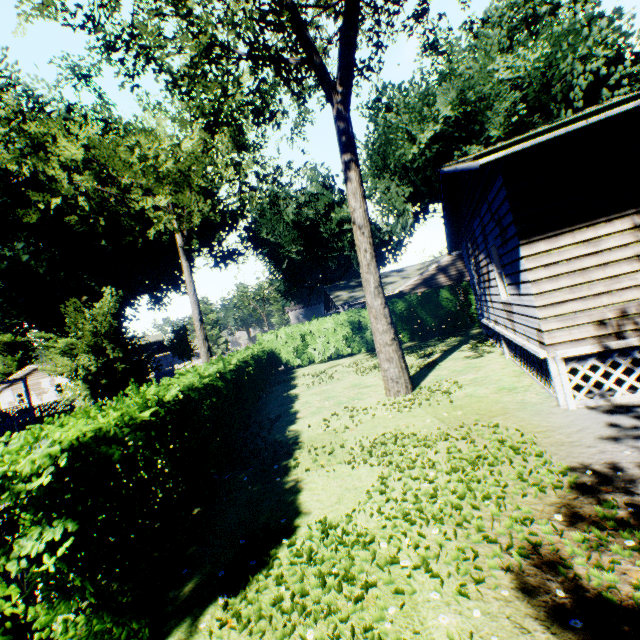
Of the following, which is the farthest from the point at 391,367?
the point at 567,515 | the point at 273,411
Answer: the point at 567,515

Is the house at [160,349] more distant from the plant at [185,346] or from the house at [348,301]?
the house at [348,301]

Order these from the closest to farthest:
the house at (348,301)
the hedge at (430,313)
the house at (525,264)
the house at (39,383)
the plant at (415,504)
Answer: the plant at (415,504), the house at (525,264), the hedge at (430,313), the house at (348,301), the house at (39,383)

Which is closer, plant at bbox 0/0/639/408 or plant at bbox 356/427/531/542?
plant at bbox 356/427/531/542

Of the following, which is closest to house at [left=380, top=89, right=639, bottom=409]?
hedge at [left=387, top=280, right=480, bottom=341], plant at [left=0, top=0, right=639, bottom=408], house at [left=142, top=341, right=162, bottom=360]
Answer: plant at [left=0, top=0, right=639, bottom=408]

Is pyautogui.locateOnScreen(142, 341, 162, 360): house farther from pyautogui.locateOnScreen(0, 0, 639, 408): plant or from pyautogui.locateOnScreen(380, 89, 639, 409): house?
pyautogui.locateOnScreen(380, 89, 639, 409): house

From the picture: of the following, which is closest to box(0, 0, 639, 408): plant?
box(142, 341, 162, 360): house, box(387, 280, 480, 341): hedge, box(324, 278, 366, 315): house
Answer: box(142, 341, 162, 360): house

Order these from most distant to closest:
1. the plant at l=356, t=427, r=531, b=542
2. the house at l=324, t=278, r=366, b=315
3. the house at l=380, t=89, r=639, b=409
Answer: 1. the house at l=324, t=278, r=366, b=315
2. the house at l=380, t=89, r=639, b=409
3. the plant at l=356, t=427, r=531, b=542
